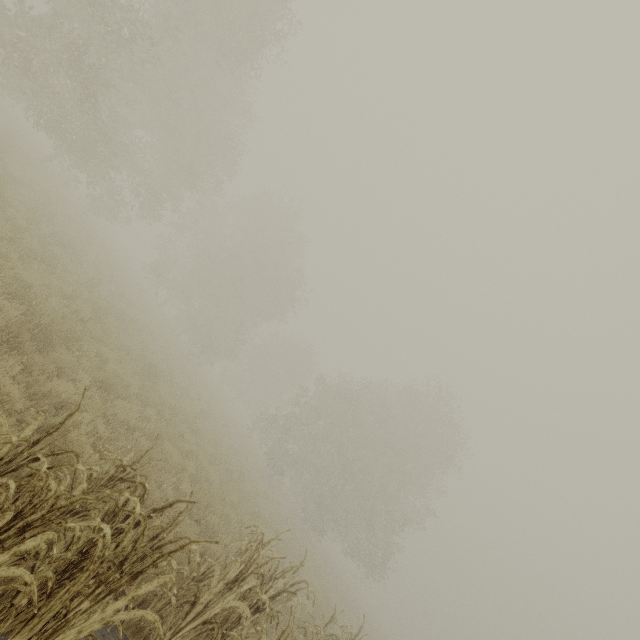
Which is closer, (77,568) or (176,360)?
(77,568)
